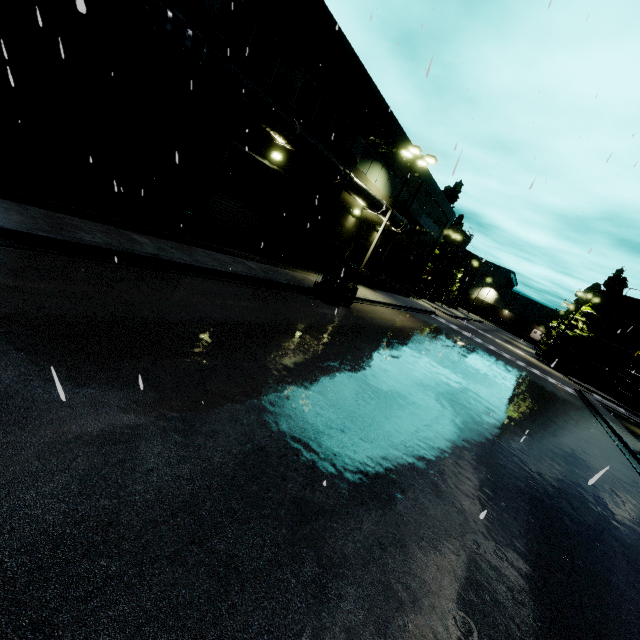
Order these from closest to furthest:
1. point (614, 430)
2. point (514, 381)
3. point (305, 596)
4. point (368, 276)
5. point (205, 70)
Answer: point (305, 596), point (205, 70), point (614, 430), point (514, 381), point (368, 276)

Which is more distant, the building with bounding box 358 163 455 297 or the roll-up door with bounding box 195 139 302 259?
the building with bounding box 358 163 455 297

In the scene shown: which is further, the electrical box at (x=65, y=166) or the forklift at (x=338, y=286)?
the forklift at (x=338, y=286)

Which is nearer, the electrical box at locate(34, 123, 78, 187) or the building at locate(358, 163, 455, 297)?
the electrical box at locate(34, 123, 78, 187)

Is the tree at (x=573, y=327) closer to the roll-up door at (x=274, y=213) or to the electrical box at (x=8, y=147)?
the roll-up door at (x=274, y=213)

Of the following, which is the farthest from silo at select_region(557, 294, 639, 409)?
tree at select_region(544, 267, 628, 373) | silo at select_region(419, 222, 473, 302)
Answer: silo at select_region(419, 222, 473, 302)

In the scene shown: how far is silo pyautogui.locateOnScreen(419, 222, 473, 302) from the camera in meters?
50.1
